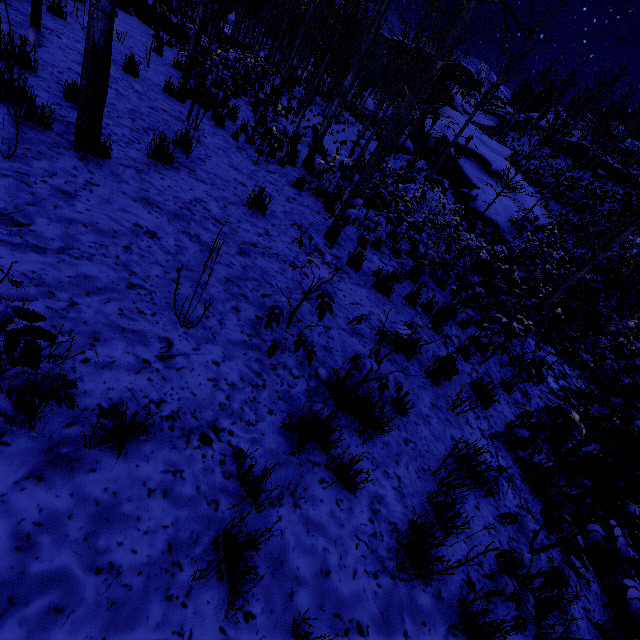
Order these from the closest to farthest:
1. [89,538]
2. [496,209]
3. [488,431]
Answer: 1. [89,538]
2. [488,431]
3. [496,209]

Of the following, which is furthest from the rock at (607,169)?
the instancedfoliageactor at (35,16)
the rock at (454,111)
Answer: the rock at (454,111)

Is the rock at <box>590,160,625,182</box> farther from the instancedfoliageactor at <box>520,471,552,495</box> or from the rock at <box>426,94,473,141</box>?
the rock at <box>426,94,473,141</box>

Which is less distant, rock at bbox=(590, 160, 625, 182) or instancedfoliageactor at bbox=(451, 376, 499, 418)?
instancedfoliageactor at bbox=(451, 376, 499, 418)

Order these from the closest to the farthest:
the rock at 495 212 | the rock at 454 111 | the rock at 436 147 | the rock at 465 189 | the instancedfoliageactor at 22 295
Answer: the instancedfoliageactor at 22 295
the rock at 495 212
the rock at 465 189
the rock at 436 147
the rock at 454 111
